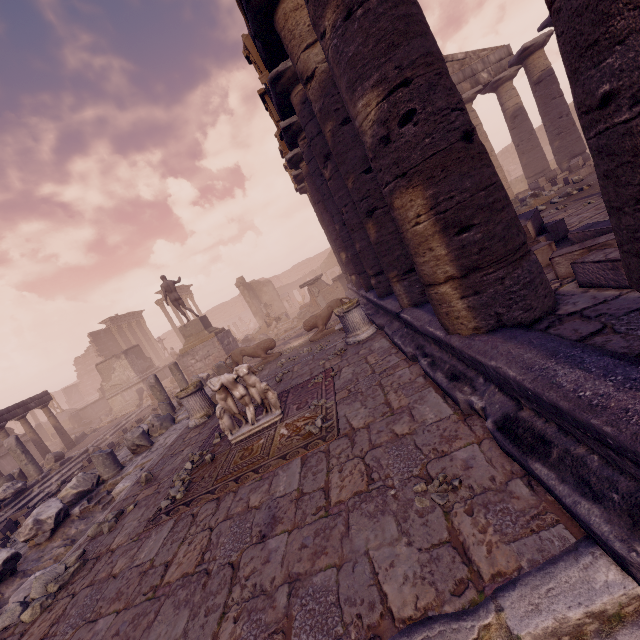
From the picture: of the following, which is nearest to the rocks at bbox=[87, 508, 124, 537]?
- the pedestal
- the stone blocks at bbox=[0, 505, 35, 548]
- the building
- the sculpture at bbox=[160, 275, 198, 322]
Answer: the stone blocks at bbox=[0, 505, 35, 548]

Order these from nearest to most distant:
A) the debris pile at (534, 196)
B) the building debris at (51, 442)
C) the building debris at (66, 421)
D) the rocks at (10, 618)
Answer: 1. the rocks at (10, 618)
2. the debris pile at (534, 196)
3. the building debris at (51, 442)
4. the building debris at (66, 421)

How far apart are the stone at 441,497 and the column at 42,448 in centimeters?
1835cm

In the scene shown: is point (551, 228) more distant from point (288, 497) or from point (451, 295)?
point (288, 497)

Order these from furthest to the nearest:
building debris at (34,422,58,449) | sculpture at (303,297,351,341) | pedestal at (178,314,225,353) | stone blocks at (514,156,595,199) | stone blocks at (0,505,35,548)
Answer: building debris at (34,422,58,449) < pedestal at (178,314,225,353) < sculpture at (303,297,351,341) < stone blocks at (514,156,595,199) < stone blocks at (0,505,35,548)

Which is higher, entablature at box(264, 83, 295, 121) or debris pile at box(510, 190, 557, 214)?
entablature at box(264, 83, 295, 121)

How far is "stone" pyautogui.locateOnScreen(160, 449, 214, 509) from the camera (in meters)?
→ 4.46

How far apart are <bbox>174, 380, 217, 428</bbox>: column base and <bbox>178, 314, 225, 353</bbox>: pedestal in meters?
8.0
